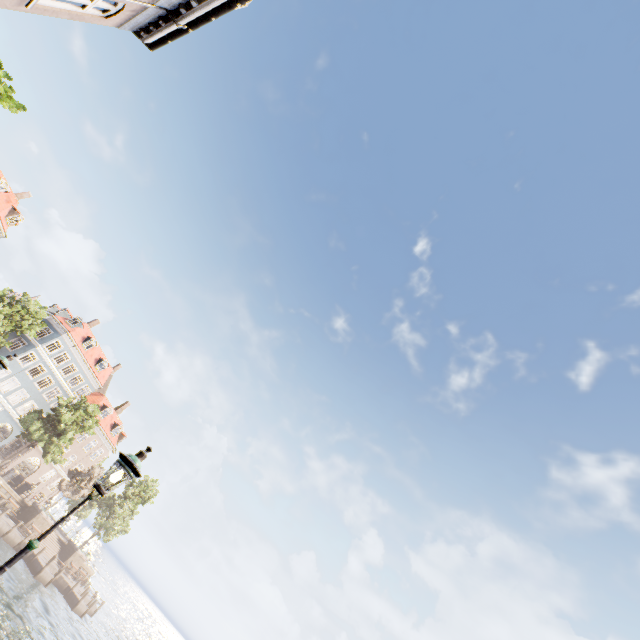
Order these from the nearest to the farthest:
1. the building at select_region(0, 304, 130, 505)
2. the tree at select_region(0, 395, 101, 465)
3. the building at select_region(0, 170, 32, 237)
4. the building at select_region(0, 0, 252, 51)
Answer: the building at select_region(0, 0, 252, 51)
the tree at select_region(0, 395, 101, 465)
the building at select_region(0, 170, 32, 237)
the building at select_region(0, 304, 130, 505)

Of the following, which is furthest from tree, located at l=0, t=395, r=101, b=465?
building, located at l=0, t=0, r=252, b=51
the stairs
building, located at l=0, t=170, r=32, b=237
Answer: the stairs

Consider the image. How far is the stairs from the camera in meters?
36.7 m

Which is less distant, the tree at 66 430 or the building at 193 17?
the building at 193 17

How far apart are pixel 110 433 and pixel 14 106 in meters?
50.3

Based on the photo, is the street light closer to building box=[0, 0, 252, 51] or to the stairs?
building box=[0, 0, 252, 51]

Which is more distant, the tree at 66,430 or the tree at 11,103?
the tree at 66,430

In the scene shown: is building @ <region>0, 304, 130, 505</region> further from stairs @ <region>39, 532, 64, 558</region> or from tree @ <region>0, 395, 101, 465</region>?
stairs @ <region>39, 532, 64, 558</region>
